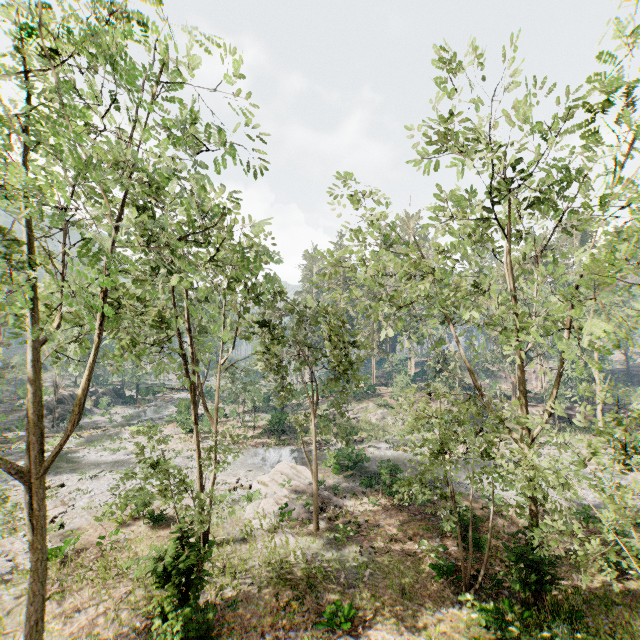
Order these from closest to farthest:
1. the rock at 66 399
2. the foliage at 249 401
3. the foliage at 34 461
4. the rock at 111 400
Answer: the foliage at 34 461, the foliage at 249 401, the rock at 66 399, the rock at 111 400

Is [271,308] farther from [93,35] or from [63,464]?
[63,464]

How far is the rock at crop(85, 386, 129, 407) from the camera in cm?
4786

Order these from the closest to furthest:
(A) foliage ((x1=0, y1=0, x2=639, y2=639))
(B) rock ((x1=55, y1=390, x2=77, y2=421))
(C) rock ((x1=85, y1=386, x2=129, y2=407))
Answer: (A) foliage ((x1=0, y1=0, x2=639, y2=639)) → (B) rock ((x1=55, y1=390, x2=77, y2=421)) → (C) rock ((x1=85, y1=386, x2=129, y2=407))

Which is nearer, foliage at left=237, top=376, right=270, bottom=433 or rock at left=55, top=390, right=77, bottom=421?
foliage at left=237, top=376, right=270, bottom=433

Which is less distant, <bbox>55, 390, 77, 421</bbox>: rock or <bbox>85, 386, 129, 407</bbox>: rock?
<bbox>55, 390, 77, 421</bbox>: rock

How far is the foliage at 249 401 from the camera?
37.41m
